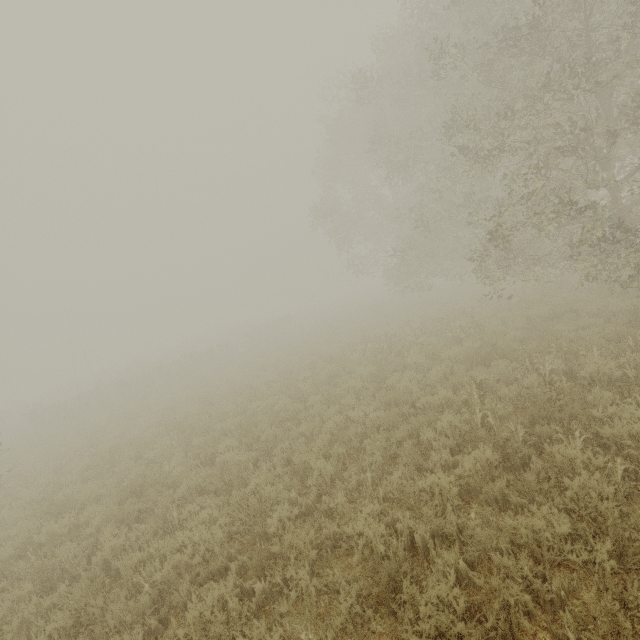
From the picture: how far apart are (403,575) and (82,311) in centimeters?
6671cm
